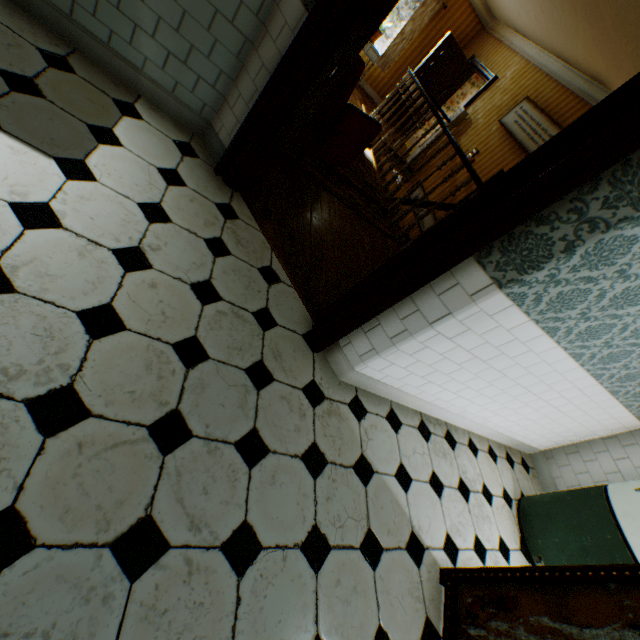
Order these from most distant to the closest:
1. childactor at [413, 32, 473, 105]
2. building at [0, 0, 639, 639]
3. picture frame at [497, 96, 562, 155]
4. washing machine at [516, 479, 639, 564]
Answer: childactor at [413, 32, 473, 105] < picture frame at [497, 96, 562, 155] < washing machine at [516, 479, 639, 564] < building at [0, 0, 639, 639]

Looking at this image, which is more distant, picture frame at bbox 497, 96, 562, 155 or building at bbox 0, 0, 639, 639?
picture frame at bbox 497, 96, 562, 155

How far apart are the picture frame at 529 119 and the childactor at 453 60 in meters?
2.8 m

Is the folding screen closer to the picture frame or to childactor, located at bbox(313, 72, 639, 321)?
childactor, located at bbox(313, 72, 639, 321)

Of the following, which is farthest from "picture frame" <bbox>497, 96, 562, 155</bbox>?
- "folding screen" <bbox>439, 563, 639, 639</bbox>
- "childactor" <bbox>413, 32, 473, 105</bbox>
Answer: "folding screen" <bbox>439, 563, 639, 639</bbox>

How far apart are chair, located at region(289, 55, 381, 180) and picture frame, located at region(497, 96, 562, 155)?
3.7 meters

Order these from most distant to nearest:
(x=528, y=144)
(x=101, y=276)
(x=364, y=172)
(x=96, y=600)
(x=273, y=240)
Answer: (x=528, y=144) < (x=364, y=172) < (x=273, y=240) < (x=101, y=276) < (x=96, y=600)

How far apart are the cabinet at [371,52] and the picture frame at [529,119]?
3.81m
